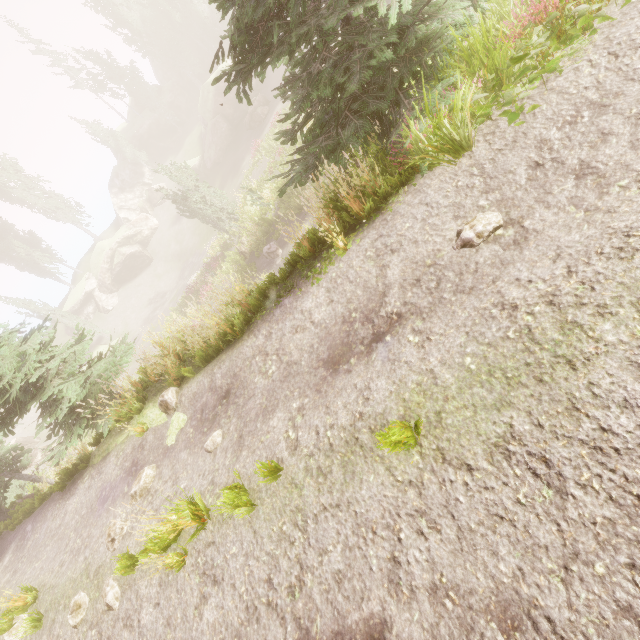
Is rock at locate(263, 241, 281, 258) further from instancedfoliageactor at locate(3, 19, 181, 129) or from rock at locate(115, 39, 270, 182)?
rock at locate(115, 39, 270, 182)

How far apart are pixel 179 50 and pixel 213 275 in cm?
3865

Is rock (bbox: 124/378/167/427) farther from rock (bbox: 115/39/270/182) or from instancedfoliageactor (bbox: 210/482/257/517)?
rock (bbox: 115/39/270/182)

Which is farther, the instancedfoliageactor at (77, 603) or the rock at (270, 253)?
the rock at (270, 253)

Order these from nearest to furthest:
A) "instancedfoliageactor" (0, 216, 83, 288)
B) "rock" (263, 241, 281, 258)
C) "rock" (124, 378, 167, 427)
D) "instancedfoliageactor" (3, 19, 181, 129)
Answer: "rock" (124, 378, 167, 427) < "rock" (263, 241, 281, 258) < "instancedfoliageactor" (0, 216, 83, 288) < "instancedfoliageactor" (3, 19, 181, 129)

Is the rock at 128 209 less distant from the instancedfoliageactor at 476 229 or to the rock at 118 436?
the instancedfoliageactor at 476 229

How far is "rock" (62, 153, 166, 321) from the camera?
40.8m
